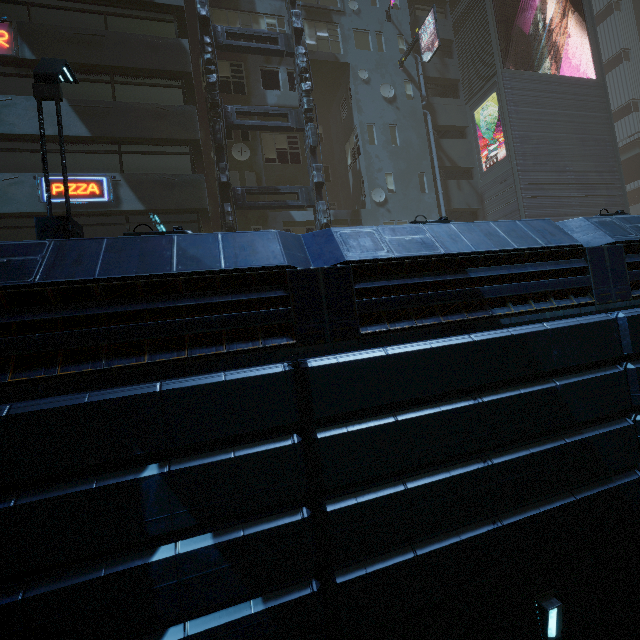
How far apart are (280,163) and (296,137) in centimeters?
210cm

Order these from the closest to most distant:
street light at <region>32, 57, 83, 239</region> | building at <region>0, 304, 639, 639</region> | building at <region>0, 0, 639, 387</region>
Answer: building at <region>0, 304, 639, 639</region> → building at <region>0, 0, 639, 387</region> → street light at <region>32, 57, 83, 239</region>

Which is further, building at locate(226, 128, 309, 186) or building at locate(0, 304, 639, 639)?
building at locate(226, 128, 309, 186)

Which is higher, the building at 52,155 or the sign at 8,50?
the sign at 8,50

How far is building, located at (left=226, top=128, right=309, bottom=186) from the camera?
17.0m

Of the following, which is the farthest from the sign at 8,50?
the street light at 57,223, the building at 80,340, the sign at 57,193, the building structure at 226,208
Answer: the street light at 57,223

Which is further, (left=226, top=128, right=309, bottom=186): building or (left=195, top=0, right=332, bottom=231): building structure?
(left=226, top=128, right=309, bottom=186): building
